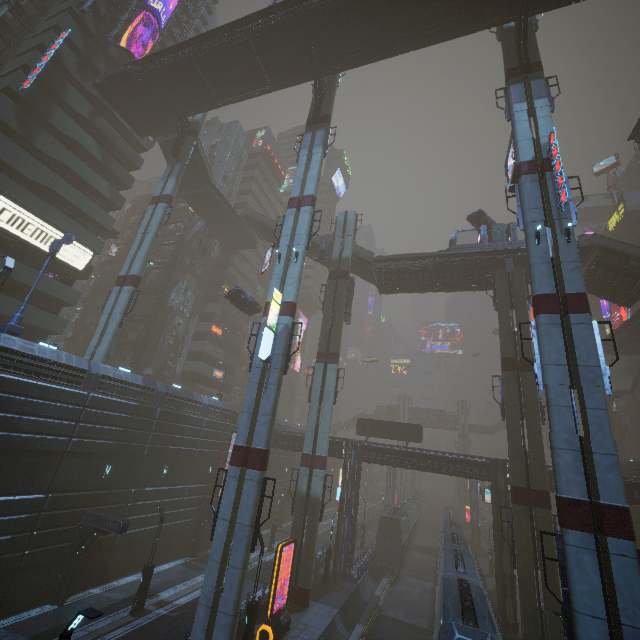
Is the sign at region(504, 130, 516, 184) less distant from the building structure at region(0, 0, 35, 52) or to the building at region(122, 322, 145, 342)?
the building at region(122, 322, 145, 342)

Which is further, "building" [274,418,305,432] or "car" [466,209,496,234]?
"building" [274,418,305,432]

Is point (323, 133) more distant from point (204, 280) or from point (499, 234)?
point (204, 280)

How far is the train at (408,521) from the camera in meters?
34.7

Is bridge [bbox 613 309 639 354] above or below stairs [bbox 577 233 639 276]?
below

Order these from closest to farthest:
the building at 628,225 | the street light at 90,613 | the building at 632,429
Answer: the street light at 90,613, the building at 632,429, the building at 628,225

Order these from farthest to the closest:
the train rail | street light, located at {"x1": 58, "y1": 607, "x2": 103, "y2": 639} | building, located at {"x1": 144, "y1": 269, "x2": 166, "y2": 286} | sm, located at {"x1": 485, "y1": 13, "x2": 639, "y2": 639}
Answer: building, located at {"x1": 144, "y1": 269, "x2": 166, "y2": 286} < the train rail < sm, located at {"x1": 485, "y1": 13, "x2": 639, "y2": 639} < street light, located at {"x1": 58, "y1": 607, "x2": 103, "y2": 639}

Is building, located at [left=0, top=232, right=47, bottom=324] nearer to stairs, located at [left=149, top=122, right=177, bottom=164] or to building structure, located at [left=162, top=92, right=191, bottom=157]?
building structure, located at [left=162, top=92, right=191, bottom=157]
